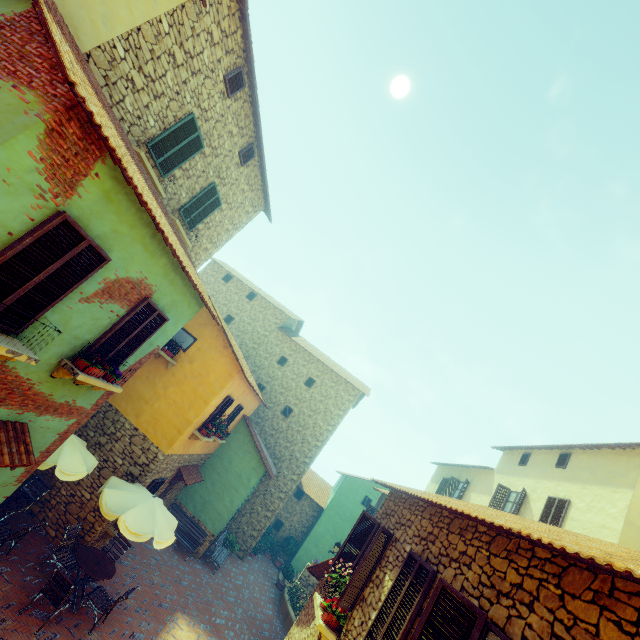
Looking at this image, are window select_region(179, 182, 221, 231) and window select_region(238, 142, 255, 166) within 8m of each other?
yes

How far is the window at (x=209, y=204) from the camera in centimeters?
1089cm

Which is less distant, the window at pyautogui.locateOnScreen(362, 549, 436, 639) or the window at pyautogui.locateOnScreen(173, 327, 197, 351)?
the window at pyautogui.locateOnScreen(362, 549, 436, 639)

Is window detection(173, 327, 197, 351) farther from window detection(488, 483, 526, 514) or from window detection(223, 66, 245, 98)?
window detection(488, 483, 526, 514)

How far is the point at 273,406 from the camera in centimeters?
2184cm

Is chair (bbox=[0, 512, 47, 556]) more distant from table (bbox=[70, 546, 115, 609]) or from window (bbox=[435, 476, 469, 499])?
window (bbox=[435, 476, 469, 499])

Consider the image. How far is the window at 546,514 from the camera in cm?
1182

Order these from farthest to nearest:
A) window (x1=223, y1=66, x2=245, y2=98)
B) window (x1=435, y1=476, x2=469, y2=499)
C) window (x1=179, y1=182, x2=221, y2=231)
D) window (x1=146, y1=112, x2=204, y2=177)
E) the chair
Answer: window (x1=435, y1=476, x2=469, y2=499) < window (x1=179, y1=182, x2=221, y2=231) < window (x1=223, y1=66, x2=245, y2=98) < window (x1=146, y1=112, x2=204, y2=177) < the chair
